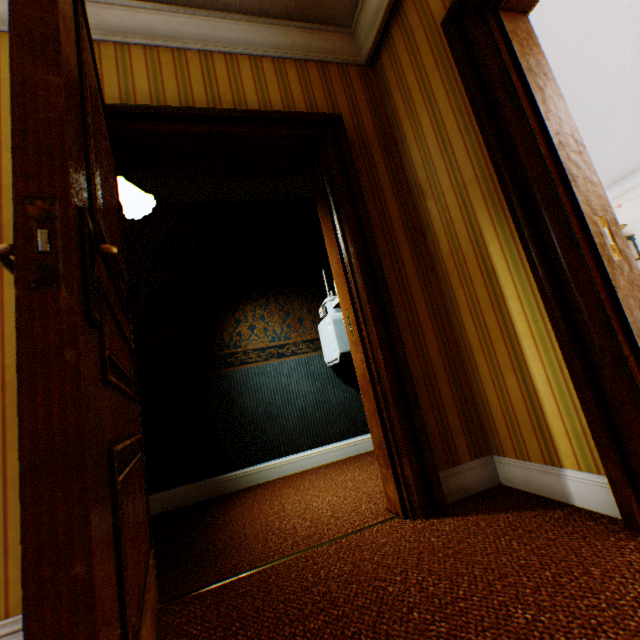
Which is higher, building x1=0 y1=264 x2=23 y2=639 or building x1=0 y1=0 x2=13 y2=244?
building x1=0 y1=0 x2=13 y2=244

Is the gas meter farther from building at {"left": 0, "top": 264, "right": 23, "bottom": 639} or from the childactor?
the childactor

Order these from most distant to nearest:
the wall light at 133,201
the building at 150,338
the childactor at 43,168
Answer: the wall light at 133,201
the building at 150,338
the childactor at 43,168

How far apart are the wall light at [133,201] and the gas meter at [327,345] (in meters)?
1.65

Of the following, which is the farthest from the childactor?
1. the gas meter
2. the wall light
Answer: the gas meter

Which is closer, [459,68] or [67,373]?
[67,373]

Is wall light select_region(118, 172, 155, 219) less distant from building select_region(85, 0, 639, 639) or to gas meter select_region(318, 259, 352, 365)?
building select_region(85, 0, 639, 639)
